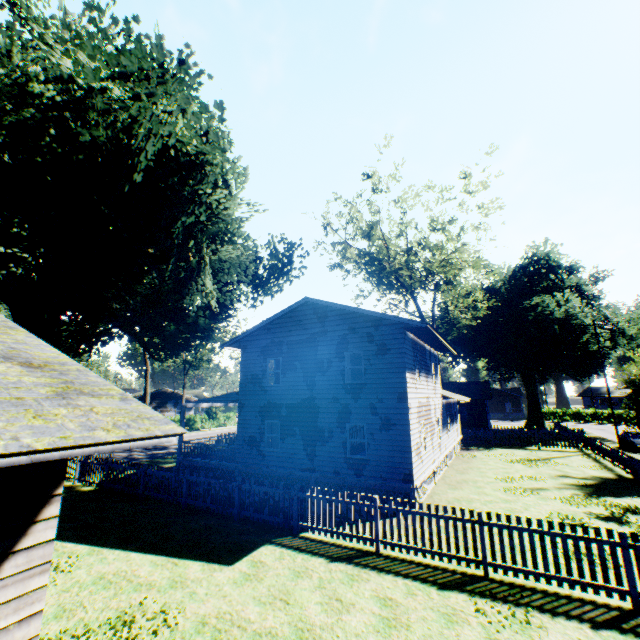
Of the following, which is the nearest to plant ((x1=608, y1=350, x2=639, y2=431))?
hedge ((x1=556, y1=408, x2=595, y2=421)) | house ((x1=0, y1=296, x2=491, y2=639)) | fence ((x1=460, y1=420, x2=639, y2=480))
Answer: house ((x1=0, y1=296, x2=491, y2=639))

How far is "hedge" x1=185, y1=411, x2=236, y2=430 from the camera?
49.0 meters

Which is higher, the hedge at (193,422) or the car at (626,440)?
the hedge at (193,422)

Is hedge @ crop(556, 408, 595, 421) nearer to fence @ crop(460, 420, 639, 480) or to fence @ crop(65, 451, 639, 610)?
fence @ crop(65, 451, 639, 610)

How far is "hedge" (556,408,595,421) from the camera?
56.8m

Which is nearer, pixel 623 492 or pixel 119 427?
pixel 119 427

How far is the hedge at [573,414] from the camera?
56.75m

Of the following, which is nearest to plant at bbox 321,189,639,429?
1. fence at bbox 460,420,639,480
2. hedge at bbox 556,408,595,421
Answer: fence at bbox 460,420,639,480
